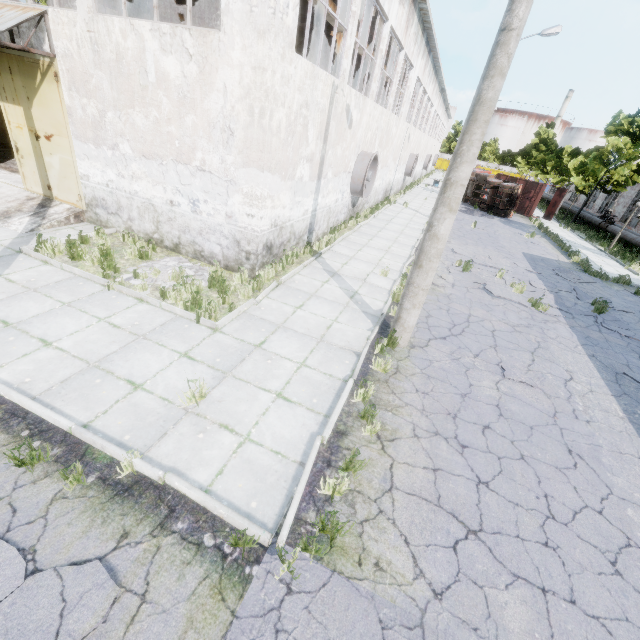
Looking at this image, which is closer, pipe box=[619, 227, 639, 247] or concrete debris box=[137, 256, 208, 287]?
concrete debris box=[137, 256, 208, 287]

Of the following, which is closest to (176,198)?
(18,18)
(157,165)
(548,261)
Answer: (157,165)

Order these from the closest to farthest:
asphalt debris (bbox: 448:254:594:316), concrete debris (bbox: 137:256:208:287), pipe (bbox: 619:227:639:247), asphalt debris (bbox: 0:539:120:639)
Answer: asphalt debris (bbox: 0:539:120:639) → concrete debris (bbox: 137:256:208:287) → asphalt debris (bbox: 448:254:594:316) → pipe (bbox: 619:227:639:247)

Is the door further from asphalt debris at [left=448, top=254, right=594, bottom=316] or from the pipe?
the pipe

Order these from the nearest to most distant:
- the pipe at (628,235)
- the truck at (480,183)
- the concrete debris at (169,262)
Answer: the concrete debris at (169,262), the pipe at (628,235), the truck at (480,183)

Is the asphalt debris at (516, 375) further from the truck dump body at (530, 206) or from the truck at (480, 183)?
the truck dump body at (530, 206)

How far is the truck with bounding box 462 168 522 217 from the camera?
27.5m

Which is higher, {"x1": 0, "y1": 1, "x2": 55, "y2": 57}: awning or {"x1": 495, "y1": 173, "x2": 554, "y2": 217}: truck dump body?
{"x1": 0, "y1": 1, "x2": 55, "y2": 57}: awning
